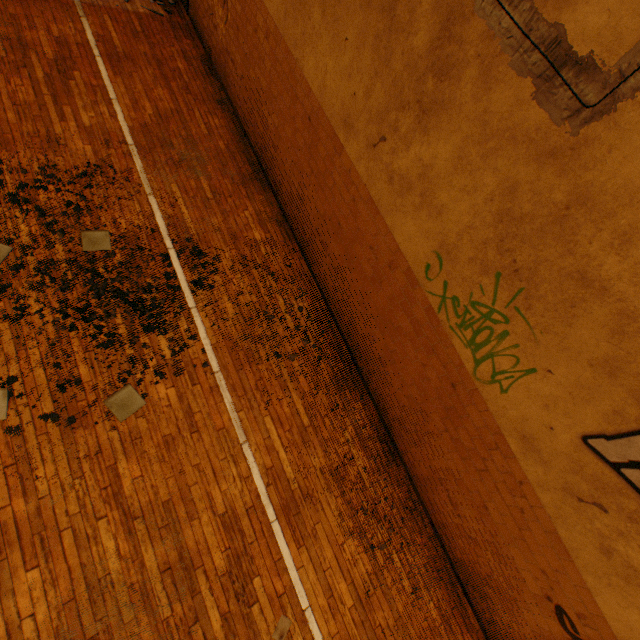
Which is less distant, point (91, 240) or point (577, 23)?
point (577, 23)
